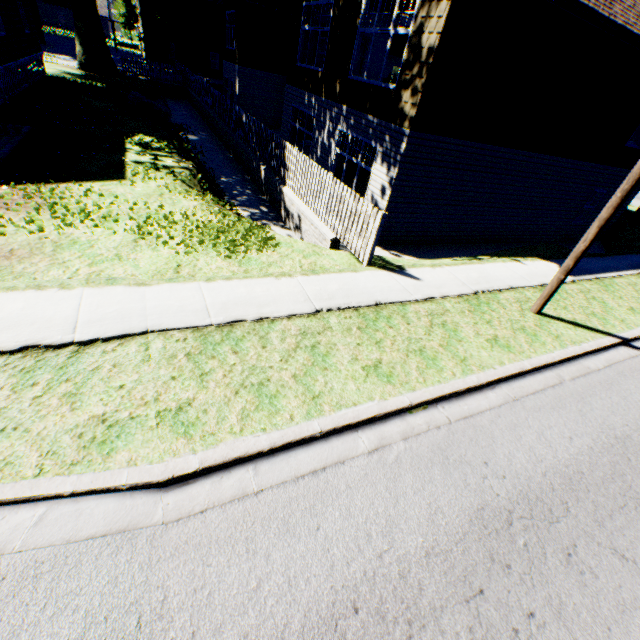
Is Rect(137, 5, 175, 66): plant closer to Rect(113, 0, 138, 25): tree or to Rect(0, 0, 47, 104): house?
Rect(0, 0, 47, 104): house

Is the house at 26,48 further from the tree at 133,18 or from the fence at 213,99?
the tree at 133,18

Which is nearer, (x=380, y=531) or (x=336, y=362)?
(x=380, y=531)

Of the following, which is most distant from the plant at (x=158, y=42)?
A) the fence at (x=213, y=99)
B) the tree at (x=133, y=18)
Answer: the tree at (x=133, y=18)

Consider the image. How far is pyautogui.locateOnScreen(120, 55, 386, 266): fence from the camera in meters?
7.2 m

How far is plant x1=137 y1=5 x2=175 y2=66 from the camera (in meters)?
32.03

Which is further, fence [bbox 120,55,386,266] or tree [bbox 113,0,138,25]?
tree [bbox 113,0,138,25]
